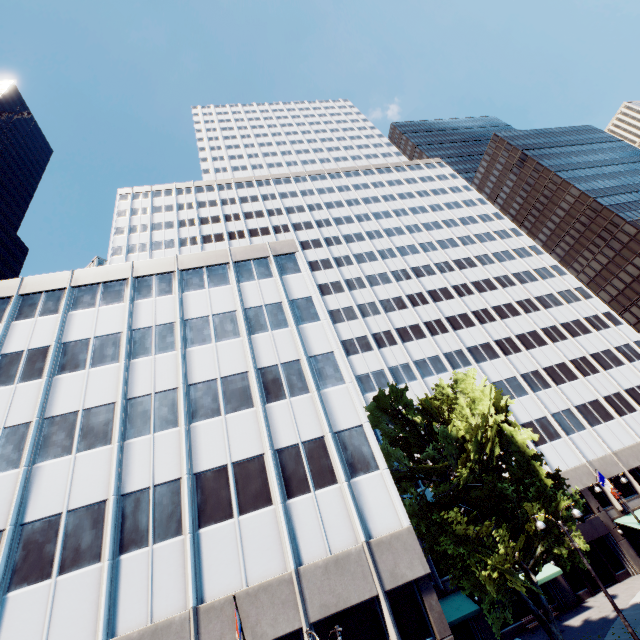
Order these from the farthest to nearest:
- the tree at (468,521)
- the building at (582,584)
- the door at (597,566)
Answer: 1. the door at (597,566)
2. the building at (582,584)
3. the tree at (468,521)

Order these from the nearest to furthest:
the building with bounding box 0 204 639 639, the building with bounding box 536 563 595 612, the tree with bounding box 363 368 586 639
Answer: the building with bounding box 0 204 639 639 < the tree with bounding box 363 368 586 639 < the building with bounding box 536 563 595 612

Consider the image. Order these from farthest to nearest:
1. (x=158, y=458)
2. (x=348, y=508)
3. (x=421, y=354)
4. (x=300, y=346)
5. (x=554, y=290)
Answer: (x=554, y=290), (x=421, y=354), (x=300, y=346), (x=158, y=458), (x=348, y=508)

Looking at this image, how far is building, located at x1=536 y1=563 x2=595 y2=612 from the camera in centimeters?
2659cm

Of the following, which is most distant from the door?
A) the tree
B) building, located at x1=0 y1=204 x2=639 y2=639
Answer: the tree

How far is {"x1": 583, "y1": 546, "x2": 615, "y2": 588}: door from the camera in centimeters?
2858cm

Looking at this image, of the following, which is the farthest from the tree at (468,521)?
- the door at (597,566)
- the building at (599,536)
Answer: the door at (597,566)

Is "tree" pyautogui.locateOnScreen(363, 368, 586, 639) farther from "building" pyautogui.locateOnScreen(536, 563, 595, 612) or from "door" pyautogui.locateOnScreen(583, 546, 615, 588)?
"door" pyautogui.locateOnScreen(583, 546, 615, 588)
